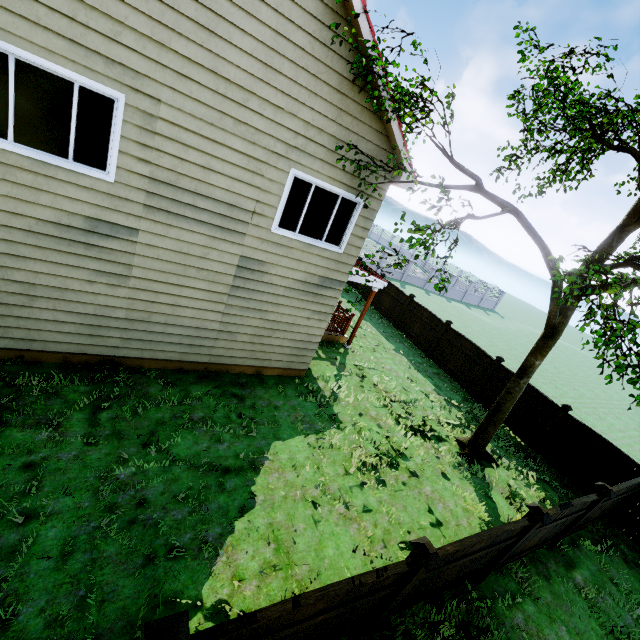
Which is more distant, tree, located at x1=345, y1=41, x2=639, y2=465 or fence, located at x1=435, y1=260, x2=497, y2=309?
fence, located at x1=435, y1=260, x2=497, y2=309

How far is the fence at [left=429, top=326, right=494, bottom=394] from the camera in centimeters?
1341cm

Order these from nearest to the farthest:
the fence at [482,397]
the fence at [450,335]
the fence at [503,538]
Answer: the fence at [503,538] → the fence at [482,397] → the fence at [450,335]

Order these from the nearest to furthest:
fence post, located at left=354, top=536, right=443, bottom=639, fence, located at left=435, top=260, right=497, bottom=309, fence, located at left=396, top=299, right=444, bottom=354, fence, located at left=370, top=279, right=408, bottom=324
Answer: fence post, located at left=354, top=536, right=443, bottom=639
fence, located at left=396, top=299, right=444, bottom=354
fence, located at left=370, top=279, right=408, bottom=324
fence, located at left=435, top=260, right=497, bottom=309

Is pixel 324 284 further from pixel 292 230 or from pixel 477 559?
pixel 477 559

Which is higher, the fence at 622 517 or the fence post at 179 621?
the fence post at 179 621

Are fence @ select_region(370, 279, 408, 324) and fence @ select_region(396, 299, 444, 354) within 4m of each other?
yes
